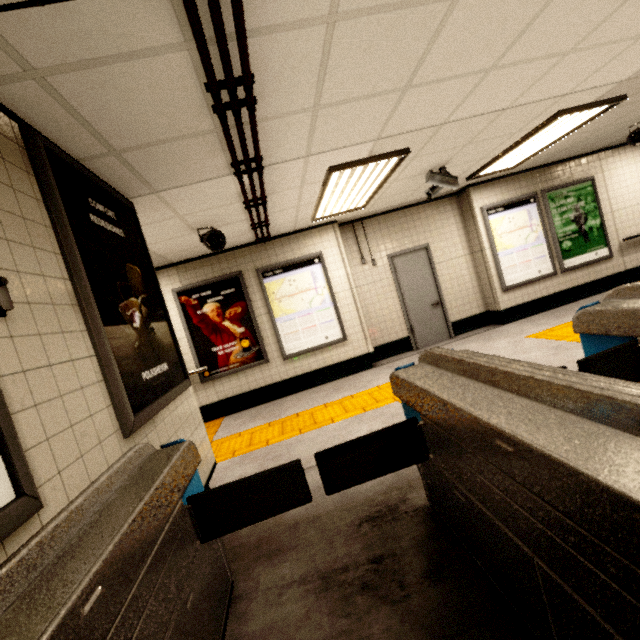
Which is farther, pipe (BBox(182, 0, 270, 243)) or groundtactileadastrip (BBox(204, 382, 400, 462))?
groundtactileadastrip (BBox(204, 382, 400, 462))

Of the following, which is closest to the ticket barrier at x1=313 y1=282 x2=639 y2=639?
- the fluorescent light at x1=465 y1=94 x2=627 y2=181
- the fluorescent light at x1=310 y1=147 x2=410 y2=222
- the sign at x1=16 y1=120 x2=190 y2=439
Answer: the sign at x1=16 y1=120 x2=190 y2=439

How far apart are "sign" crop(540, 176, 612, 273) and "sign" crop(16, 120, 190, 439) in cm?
750

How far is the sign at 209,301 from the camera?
5.8m

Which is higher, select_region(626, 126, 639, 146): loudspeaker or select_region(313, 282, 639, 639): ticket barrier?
select_region(626, 126, 639, 146): loudspeaker

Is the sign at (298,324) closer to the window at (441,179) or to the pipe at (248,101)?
the pipe at (248,101)

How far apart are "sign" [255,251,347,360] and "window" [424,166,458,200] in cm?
217

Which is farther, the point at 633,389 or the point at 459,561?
the point at 459,561
